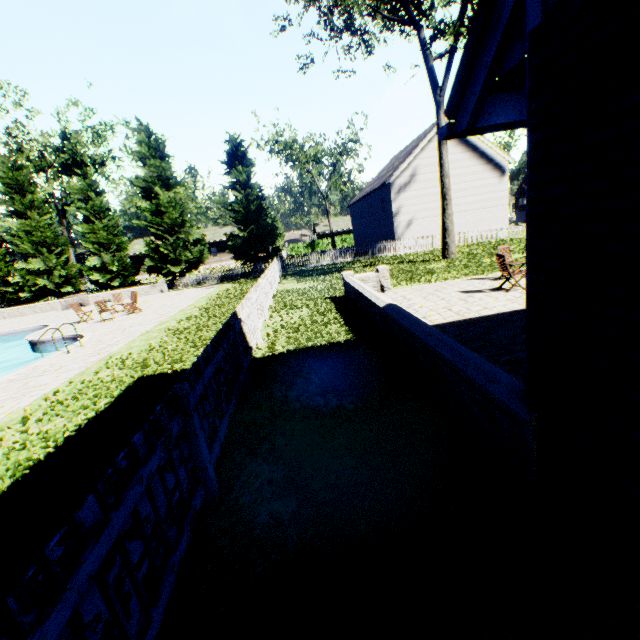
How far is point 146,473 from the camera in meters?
2.3 m

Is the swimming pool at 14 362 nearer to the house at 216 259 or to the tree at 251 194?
the tree at 251 194

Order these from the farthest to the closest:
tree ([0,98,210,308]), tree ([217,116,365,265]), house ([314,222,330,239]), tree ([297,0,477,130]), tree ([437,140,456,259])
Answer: house ([314,222,330,239]) < tree ([217,116,365,265]) < tree ([0,98,210,308]) < tree ([437,140,456,259]) < tree ([297,0,477,130])

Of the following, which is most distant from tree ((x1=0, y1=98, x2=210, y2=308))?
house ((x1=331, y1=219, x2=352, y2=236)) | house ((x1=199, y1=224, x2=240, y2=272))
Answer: house ((x1=331, y1=219, x2=352, y2=236))

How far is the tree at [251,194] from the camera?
28.0 meters

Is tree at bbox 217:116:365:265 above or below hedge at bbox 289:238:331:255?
above

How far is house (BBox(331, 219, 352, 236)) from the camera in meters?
55.9

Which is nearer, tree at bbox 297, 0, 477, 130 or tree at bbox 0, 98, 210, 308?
tree at bbox 297, 0, 477, 130
